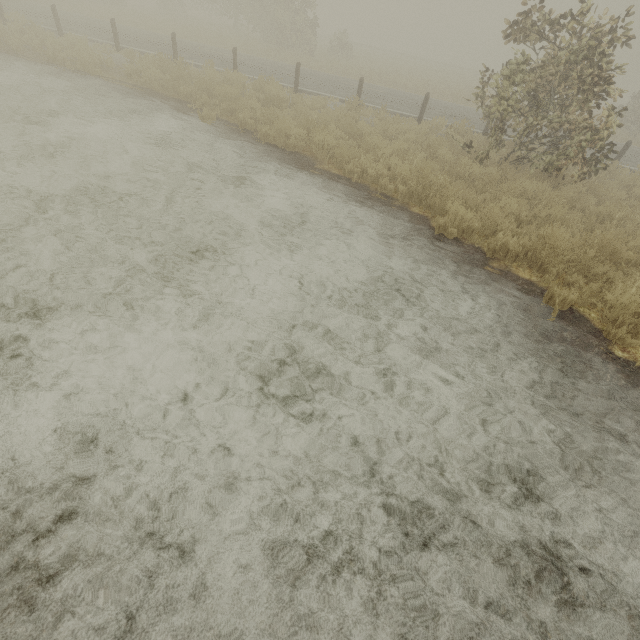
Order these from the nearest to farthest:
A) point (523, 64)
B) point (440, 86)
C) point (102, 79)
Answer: point (523, 64) → point (102, 79) → point (440, 86)
